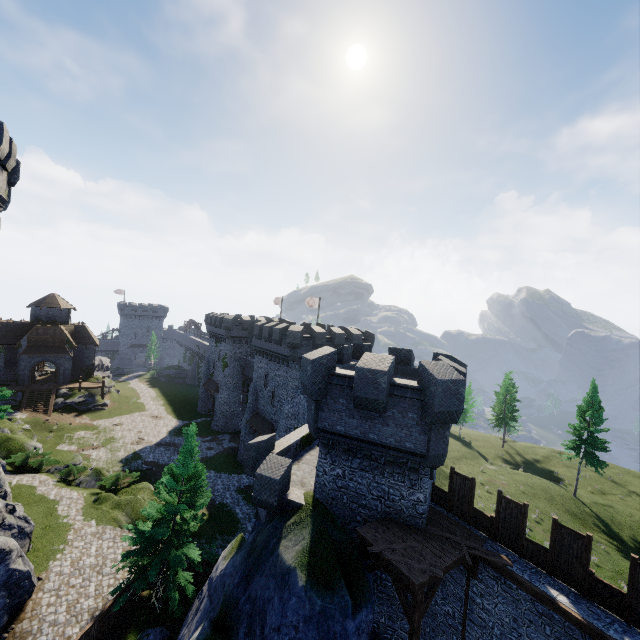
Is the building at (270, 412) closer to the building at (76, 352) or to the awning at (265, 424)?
the awning at (265, 424)

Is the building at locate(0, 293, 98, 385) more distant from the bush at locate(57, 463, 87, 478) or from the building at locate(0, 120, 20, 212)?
the bush at locate(57, 463, 87, 478)

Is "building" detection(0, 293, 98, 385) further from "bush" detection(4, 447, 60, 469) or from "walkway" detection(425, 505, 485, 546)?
"walkway" detection(425, 505, 485, 546)

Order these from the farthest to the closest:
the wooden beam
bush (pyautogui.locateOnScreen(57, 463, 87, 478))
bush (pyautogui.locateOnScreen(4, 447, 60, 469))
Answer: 1. bush (pyautogui.locateOnScreen(4, 447, 60, 469))
2. bush (pyautogui.locateOnScreen(57, 463, 87, 478))
3. the wooden beam

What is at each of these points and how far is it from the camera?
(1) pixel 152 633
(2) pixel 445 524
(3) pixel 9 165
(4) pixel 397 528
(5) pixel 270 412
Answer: (1) rock, 17.7m
(2) walkway, 13.4m
(3) building, 20.3m
(4) walkway, 12.9m
(5) building, 36.0m

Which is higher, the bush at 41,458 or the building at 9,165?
the building at 9,165

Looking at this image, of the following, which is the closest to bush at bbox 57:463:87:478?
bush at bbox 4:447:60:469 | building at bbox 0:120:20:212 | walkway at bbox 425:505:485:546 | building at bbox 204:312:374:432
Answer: bush at bbox 4:447:60:469

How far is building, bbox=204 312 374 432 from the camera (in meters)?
32.81
